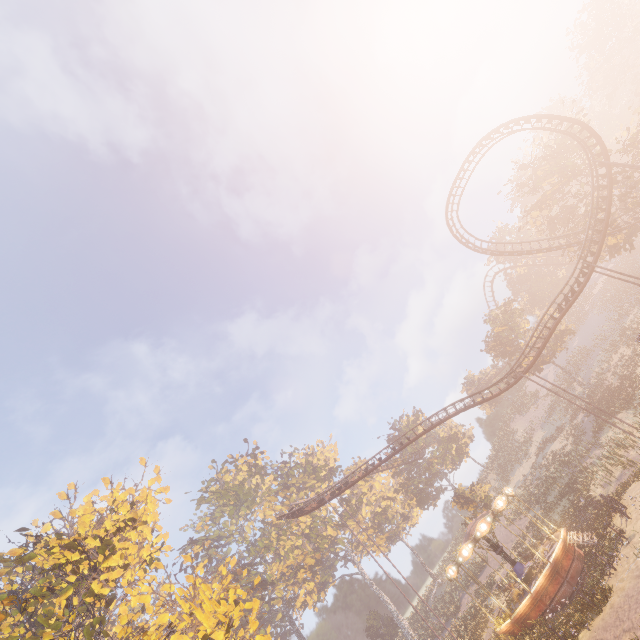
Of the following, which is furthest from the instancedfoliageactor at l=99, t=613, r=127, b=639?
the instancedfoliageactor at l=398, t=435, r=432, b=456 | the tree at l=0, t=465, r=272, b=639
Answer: the tree at l=0, t=465, r=272, b=639

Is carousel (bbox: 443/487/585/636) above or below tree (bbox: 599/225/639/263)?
below

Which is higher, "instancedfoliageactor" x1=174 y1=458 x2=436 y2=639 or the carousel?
"instancedfoliageactor" x1=174 y1=458 x2=436 y2=639

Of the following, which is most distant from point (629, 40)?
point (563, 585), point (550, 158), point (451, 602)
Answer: point (451, 602)

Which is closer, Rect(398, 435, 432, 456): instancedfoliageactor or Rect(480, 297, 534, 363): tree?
Rect(480, 297, 534, 363): tree

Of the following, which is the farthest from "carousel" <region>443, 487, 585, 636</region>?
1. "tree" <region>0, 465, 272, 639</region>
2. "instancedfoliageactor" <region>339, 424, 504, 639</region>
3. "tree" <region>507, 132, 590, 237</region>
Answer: "tree" <region>507, 132, 590, 237</region>

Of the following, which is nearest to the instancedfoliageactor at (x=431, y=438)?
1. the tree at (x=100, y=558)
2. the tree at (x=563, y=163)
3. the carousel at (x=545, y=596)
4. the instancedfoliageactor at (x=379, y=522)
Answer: the instancedfoliageactor at (x=379, y=522)

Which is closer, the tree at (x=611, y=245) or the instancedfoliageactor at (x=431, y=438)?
the tree at (x=611, y=245)
